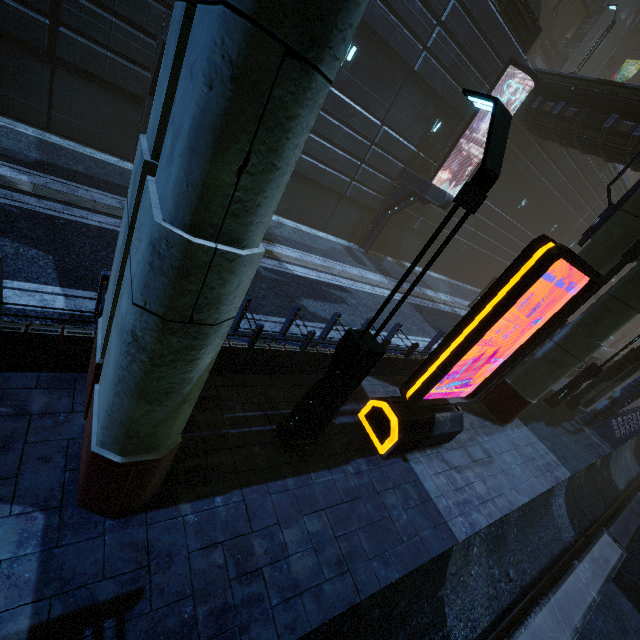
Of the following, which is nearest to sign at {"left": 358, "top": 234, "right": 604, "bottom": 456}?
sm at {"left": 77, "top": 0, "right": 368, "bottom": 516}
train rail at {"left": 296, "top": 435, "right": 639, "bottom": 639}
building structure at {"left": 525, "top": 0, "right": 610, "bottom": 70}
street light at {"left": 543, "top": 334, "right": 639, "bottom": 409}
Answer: train rail at {"left": 296, "top": 435, "right": 639, "bottom": 639}

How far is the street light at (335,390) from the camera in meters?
3.5

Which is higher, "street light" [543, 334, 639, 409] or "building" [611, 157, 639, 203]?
"building" [611, 157, 639, 203]

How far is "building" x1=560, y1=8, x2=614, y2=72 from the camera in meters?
30.6

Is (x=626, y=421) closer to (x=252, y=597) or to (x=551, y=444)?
(x=551, y=444)

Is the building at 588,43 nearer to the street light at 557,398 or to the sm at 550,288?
the sm at 550,288

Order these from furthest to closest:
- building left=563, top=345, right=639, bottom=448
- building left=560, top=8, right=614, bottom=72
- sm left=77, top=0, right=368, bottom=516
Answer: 1. building left=560, top=8, right=614, bottom=72
2. building left=563, top=345, right=639, bottom=448
3. sm left=77, top=0, right=368, bottom=516
